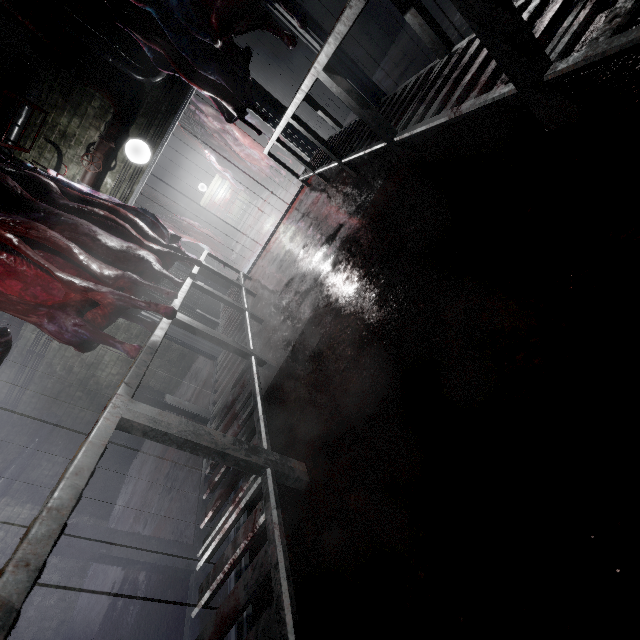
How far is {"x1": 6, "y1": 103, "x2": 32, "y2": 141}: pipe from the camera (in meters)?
3.96

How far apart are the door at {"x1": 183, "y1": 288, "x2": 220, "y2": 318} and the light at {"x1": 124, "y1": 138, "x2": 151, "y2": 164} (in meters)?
0.49

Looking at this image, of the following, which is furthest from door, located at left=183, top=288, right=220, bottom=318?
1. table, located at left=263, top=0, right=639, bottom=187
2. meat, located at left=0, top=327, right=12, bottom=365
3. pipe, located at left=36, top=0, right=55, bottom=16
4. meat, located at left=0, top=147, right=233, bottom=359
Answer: meat, located at left=0, top=327, right=12, bottom=365

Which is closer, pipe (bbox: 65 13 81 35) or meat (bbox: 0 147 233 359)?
meat (bbox: 0 147 233 359)

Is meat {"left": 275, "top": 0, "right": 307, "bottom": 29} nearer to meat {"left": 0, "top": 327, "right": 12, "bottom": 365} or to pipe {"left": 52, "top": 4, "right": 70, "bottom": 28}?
pipe {"left": 52, "top": 4, "right": 70, "bottom": 28}

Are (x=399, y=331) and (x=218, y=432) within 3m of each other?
yes

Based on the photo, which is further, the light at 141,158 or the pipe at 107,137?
the light at 141,158

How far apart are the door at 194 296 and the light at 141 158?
0.5 meters
